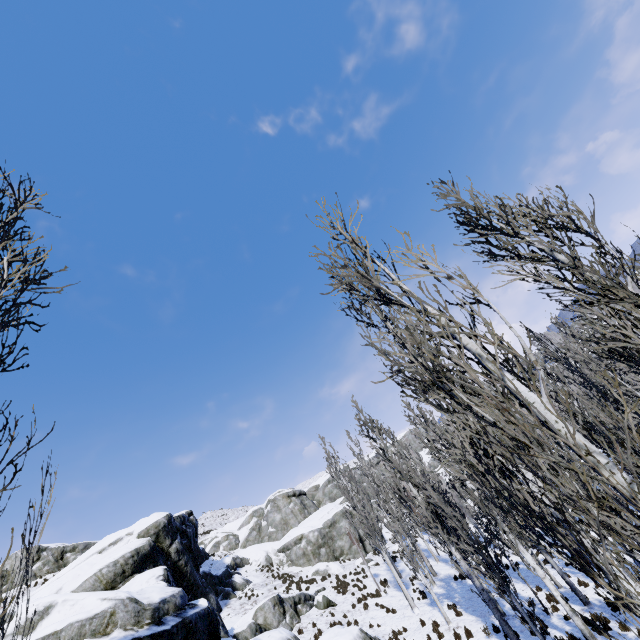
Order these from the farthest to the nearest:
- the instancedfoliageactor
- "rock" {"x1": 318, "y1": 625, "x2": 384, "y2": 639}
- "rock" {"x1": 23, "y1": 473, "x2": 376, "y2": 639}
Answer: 1. "rock" {"x1": 318, "y1": 625, "x2": 384, "y2": 639}
2. "rock" {"x1": 23, "y1": 473, "x2": 376, "y2": 639}
3. the instancedfoliageactor

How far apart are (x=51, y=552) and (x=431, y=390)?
42.4m

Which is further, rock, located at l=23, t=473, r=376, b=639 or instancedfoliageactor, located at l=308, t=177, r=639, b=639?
rock, located at l=23, t=473, r=376, b=639

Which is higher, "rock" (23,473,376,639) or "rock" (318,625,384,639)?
"rock" (23,473,376,639)

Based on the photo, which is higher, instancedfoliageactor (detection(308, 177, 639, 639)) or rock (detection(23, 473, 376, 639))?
rock (detection(23, 473, 376, 639))

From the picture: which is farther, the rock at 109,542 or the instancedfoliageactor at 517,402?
the rock at 109,542
